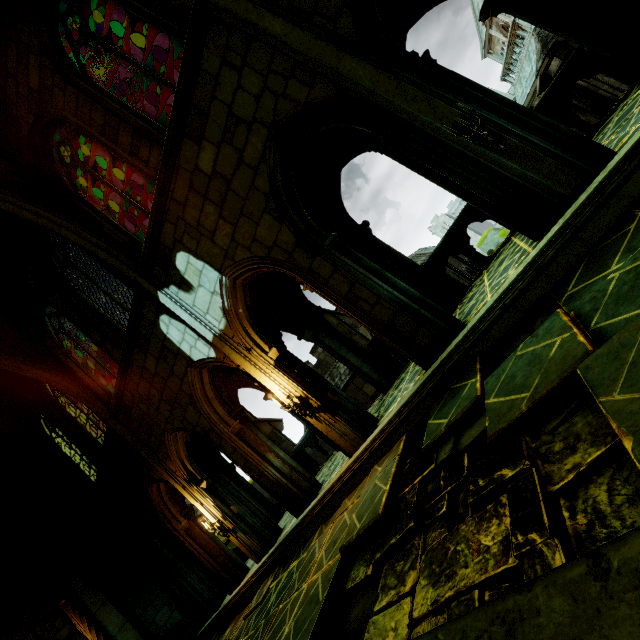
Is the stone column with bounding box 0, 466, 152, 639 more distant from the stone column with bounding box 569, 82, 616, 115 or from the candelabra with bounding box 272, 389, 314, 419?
the stone column with bounding box 569, 82, 616, 115

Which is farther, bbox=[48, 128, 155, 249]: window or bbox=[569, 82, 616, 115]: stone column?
bbox=[569, 82, 616, 115]: stone column

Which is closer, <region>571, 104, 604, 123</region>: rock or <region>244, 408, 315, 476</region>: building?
<region>244, 408, 315, 476</region>: building

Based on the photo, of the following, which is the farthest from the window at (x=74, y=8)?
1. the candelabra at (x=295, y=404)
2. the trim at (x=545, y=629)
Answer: the trim at (x=545, y=629)

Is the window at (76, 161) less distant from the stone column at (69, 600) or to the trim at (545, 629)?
the trim at (545, 629)

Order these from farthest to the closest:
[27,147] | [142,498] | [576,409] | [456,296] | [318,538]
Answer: [142,498] → [27,147] → [456,296] → [318,538] → [576,409]

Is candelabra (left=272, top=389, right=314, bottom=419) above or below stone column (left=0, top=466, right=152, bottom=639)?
below

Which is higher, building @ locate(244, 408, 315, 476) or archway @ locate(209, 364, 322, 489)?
archway @ locate(209, 364, 322, 489)
